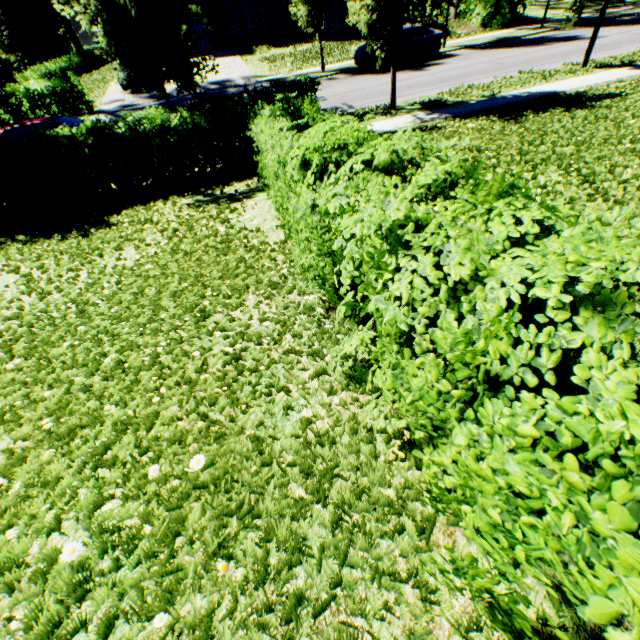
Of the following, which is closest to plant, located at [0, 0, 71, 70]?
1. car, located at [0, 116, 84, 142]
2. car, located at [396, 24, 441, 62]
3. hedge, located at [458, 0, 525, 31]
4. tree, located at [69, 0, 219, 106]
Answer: tree, located at [69, 0, 219, 106]

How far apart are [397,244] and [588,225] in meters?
0.8

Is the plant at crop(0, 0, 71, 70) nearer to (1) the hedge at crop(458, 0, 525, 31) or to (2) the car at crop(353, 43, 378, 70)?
(1) the hedge at crop(458, 0, 525, 31)

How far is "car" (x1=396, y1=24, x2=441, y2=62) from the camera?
17.7m

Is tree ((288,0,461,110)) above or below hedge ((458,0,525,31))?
above

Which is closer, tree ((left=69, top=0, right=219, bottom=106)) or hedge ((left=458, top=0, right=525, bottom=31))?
tree ((left=69, top=0, right=219, bottom=106))

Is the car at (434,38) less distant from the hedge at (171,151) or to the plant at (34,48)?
the hedge at (171,151)

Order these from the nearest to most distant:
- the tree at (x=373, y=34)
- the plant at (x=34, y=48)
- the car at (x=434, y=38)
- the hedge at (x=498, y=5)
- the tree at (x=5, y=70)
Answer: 1. the tree at (x=373, y=34)
2. the tree at (x=5, y=70)
3. the car at (x=434, y=38)
4. the hedge at (x=498, y=5)
5. the plant at (x=34, y=48)
